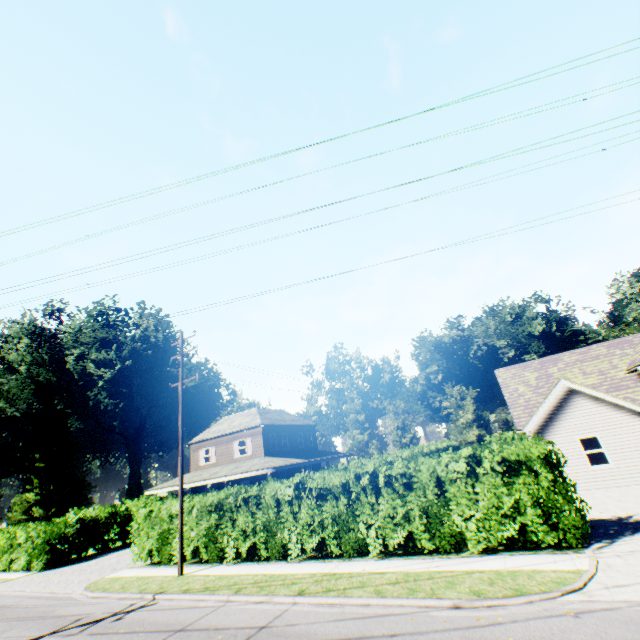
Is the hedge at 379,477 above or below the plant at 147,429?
below

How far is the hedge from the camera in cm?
1030

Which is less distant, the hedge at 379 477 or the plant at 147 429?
the hedge at 379 477

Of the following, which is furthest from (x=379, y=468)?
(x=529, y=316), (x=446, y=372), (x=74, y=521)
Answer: (x=529, y=316)

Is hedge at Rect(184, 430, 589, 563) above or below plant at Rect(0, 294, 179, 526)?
below

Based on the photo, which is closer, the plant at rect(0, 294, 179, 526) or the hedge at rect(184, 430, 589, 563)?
the hedge at rect(184, 430, 589, 563)
